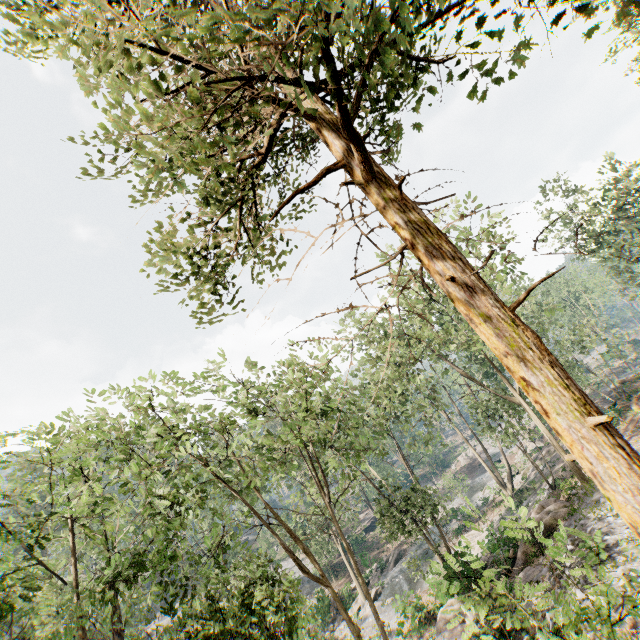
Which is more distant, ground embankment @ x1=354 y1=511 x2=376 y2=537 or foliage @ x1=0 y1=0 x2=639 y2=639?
ground embankment @ x1=354 y1=511 x2=376 y2=537

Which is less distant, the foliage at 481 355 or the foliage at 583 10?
the foliage at 481 355

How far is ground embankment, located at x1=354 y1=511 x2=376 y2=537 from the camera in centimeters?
5219cm

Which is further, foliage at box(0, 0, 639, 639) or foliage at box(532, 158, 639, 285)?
foliage at box(532, 158, 639, 285)

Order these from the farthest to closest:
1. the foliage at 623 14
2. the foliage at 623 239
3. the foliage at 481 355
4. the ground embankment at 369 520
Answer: the ground embankment at 369 520 < the foliage at 623 239 < the foliage at 623 14 < the foliage at 481 355

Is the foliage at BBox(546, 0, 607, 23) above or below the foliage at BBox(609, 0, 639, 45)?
above

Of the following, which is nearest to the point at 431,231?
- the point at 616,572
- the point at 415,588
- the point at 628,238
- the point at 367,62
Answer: the point at 367,62
